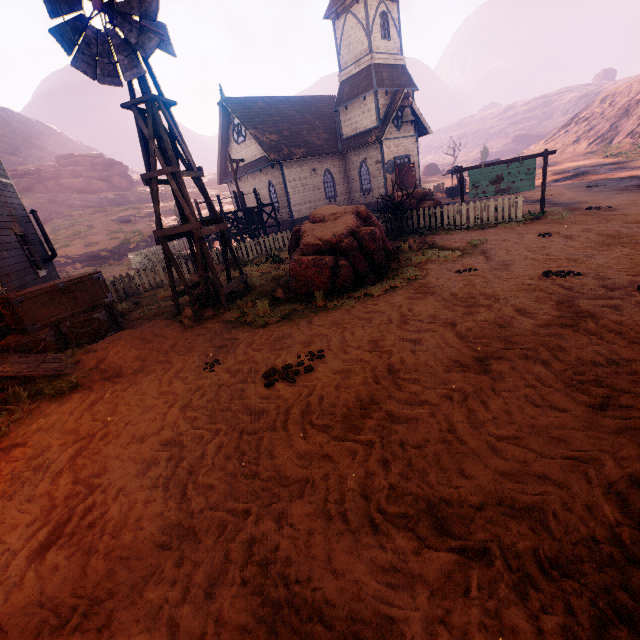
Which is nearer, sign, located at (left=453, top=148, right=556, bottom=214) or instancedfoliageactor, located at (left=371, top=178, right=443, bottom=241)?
sign, located at (left=453, top=148, right=556, bottom=214)

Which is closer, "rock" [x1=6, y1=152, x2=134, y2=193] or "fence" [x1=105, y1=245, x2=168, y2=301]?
"fence" [x1=105, y1=245, x2=168, y2=301]

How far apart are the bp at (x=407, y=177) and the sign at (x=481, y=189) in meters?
9.9 m

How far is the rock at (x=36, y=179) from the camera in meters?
42.4 m

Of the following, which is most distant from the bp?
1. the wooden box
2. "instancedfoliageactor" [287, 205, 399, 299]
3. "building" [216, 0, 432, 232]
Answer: the wooden box

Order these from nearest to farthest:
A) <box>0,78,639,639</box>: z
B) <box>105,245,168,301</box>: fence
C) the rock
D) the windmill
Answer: <box>0,78,639,639</box>: z → the windmill → <box>105,245,168,301</box>: fence → the rock

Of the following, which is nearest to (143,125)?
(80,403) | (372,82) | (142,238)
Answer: (80,403)

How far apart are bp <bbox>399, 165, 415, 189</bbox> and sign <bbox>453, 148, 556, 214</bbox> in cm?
990
